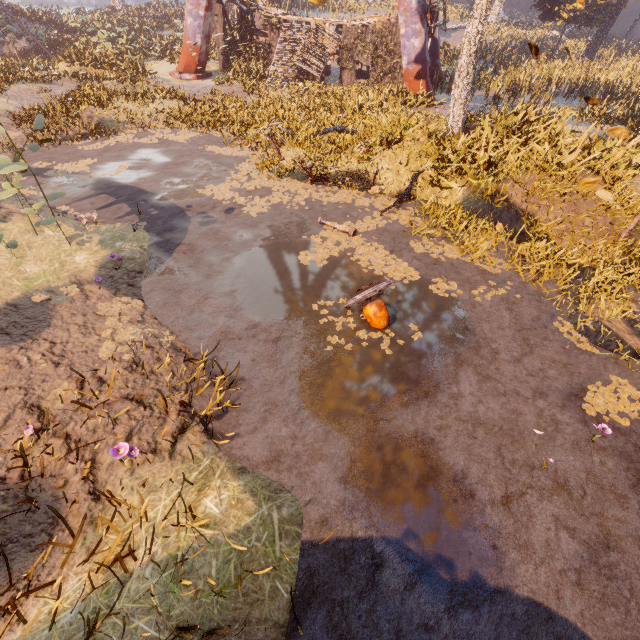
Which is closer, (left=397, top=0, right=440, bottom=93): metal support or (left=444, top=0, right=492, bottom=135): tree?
(left=444, top=0, right=492, bottom=135): tree

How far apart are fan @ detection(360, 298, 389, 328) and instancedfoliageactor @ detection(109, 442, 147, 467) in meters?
3.8 m

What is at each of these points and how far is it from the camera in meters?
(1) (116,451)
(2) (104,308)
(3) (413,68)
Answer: (1) instancedfoliageactor, 3.6 m
(2) instancedfoliageactor, 5.8 m
(3) metal support, 17.1 m

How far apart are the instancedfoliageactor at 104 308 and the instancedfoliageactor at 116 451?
1.7 meters

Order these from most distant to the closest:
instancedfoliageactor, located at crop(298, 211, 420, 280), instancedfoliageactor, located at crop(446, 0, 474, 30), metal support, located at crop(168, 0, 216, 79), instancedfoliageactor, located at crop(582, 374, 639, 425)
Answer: instancedfoliageactor, located at crop(446, 0, 474, 30) < metal support, located at crop(168, 0, 216, 79) < instancedfoliageactor, located at crop(298, 211, 420, 280) < instancedfoliageactor, located at crop(582, 374, 639, 425)

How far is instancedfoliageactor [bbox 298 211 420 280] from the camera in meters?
7.4

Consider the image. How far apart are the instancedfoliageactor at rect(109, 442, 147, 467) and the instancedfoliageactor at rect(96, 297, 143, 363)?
1.74m

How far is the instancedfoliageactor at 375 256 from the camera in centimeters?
737cm
